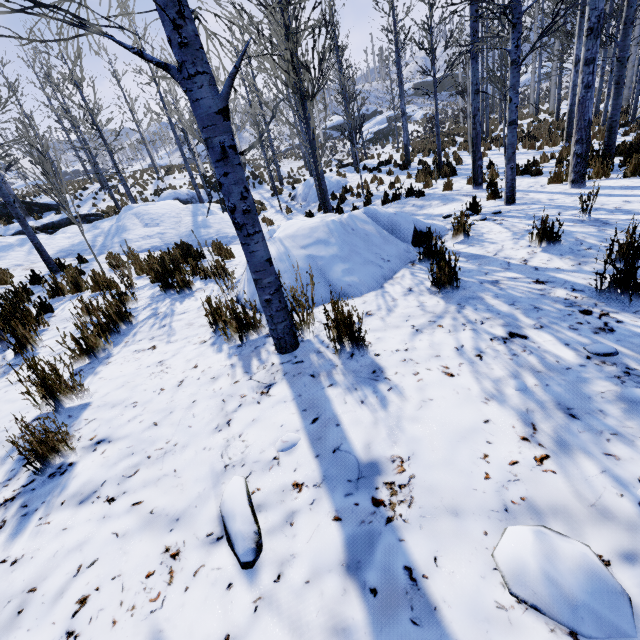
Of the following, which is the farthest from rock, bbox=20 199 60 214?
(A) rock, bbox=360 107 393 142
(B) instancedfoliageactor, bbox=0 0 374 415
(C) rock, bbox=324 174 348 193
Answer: (A) rock, bbox=360 107 393 142

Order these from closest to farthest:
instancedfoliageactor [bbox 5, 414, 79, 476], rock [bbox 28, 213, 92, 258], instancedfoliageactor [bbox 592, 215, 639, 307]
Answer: instancedfoliageactor [bbox 5, 414, 79, 476] < instancedfoliageactor [bbox 592, 215, 639, 307] < rock [bbox 28, 213, 92, 258]

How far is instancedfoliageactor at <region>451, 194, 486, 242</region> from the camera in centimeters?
422cm

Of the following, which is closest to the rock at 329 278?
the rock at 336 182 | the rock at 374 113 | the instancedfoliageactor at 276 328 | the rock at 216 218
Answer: the instancedfoliageactor at 276 328

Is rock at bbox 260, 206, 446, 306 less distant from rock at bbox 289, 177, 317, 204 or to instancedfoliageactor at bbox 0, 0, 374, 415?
instancedfoliageactor at bbox 0, 0, 374, 415

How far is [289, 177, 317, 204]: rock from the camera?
15.76m

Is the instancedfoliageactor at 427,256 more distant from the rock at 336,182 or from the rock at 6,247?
the rock at 336,182

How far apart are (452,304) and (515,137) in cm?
431
